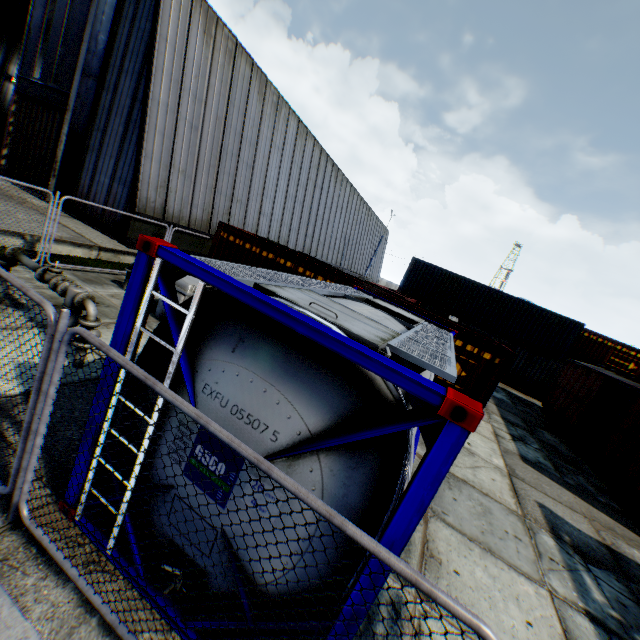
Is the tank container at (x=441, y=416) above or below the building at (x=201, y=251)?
above

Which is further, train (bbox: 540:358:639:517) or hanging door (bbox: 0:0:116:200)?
hanging door (bbox: 0:0:116:200)

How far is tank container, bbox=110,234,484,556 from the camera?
2.02m

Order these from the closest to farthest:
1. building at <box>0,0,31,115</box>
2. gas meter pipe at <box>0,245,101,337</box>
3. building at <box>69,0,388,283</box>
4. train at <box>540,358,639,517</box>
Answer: gas meter pipe at <box>0,245,101,337</box> < train at <box>540,358,639,517</box> < building at <box>69,0,388,283</box> < building at <box>0,0,31,115</box>

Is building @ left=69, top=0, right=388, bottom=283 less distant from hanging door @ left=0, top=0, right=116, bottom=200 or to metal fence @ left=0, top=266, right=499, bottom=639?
hanging door @ left=0, top=0, right=116, bottom=200

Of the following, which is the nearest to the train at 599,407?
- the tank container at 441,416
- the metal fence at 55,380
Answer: the tank container at 441,416

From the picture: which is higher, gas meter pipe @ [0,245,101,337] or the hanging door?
the hanging door

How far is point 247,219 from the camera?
20.0m
